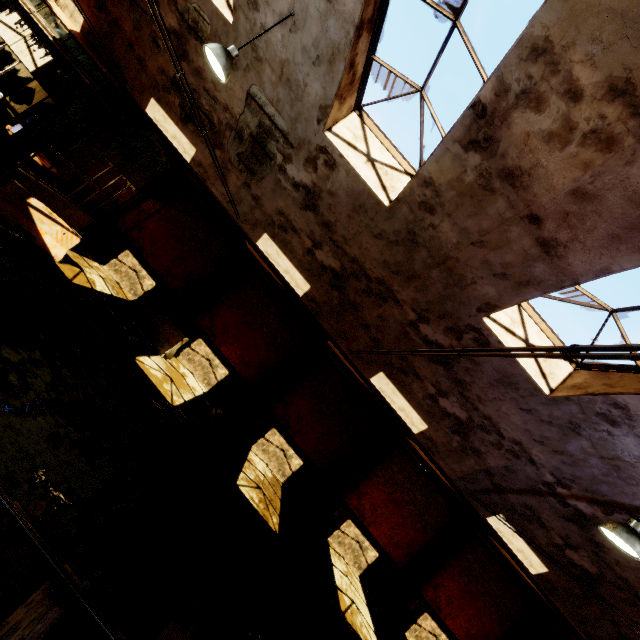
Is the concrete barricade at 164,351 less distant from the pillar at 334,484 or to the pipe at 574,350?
the pipe at 574,350

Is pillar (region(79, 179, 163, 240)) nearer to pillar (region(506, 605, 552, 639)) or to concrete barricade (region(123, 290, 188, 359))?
concrete barricade (region(123, 290, 188, 359))

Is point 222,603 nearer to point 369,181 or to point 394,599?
point 369,181

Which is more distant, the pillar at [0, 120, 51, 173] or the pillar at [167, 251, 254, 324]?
the pillar at [167, 251, 254, 324]

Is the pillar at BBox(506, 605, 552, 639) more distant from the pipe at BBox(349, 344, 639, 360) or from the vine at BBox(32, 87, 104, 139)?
the vine at BBox(32, 87, 104, 139)

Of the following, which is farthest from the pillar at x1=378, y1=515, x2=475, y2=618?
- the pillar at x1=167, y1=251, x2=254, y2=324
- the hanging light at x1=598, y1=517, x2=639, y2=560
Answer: the pillar at x1=167, y1=251, x2=254, y2=324

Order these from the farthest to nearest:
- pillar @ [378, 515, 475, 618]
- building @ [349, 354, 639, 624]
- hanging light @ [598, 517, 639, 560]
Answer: pillar @ [378, 515, 475, 618] → building @ [349, 354, 639, 624] → hanging light @ [598, 517, 639, 560]

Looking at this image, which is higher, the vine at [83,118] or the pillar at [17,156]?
the vine at [83,118]
